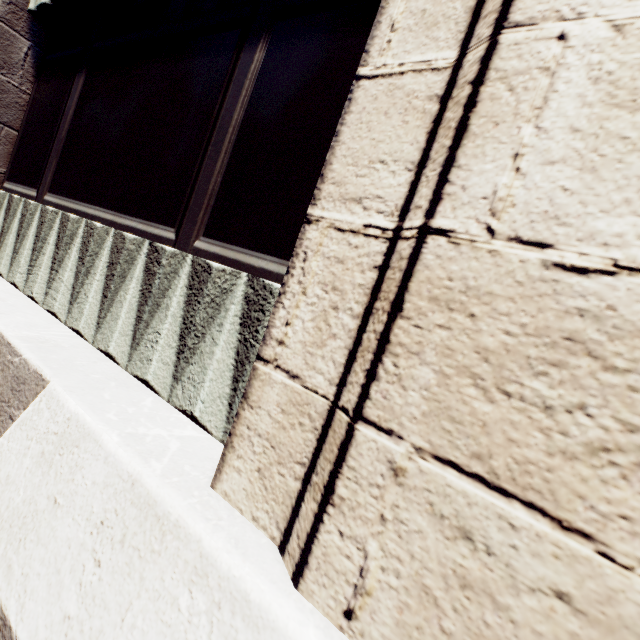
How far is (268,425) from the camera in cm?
142
